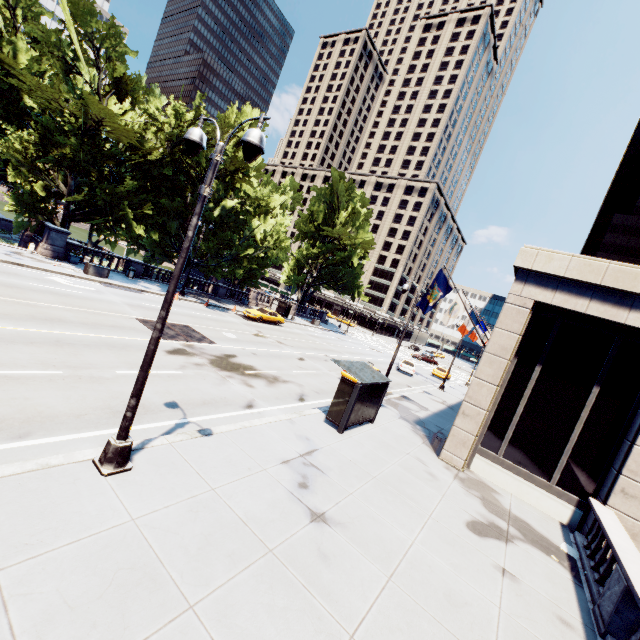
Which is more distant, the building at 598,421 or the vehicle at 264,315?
the vehicle at 264,315

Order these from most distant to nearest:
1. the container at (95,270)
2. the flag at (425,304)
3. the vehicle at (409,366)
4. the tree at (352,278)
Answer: the tree at (352,278) < the vehicle at (409,366) < the container at (95,270) < the flag at (425,304)

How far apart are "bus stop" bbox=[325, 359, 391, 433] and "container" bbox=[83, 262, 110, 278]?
21.6m

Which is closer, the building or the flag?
the building

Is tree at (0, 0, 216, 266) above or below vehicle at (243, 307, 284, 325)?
above

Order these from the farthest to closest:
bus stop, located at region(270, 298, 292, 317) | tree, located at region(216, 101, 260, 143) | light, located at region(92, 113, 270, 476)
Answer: bus stop, located at region(270, 298, 292, 317) → tree, located at region(216, 101, 260, 143) → light, located at region(92, 113, 270, 476)

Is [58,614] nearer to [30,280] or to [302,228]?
[30,280]

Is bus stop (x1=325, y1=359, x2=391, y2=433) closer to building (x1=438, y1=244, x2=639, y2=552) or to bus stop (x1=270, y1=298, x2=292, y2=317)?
building (x1=438, y1=244, x2=639, y2=552)
